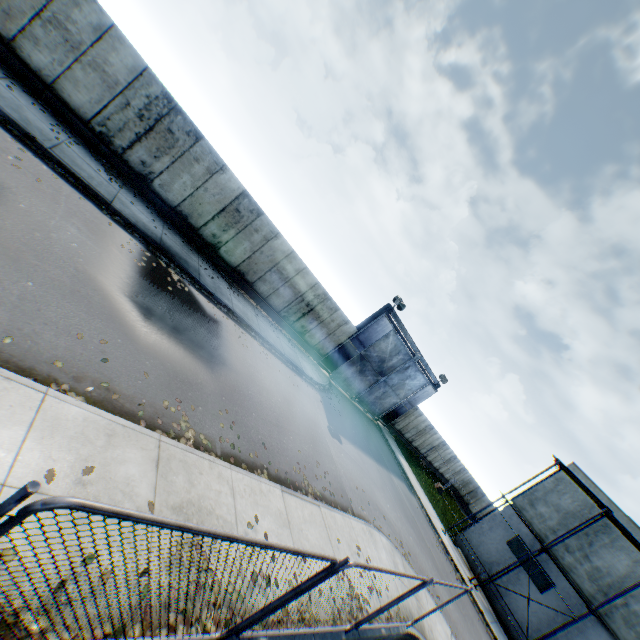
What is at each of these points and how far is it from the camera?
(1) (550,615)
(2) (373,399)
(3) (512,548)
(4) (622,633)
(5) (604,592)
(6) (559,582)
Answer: (1) building, 19.1 meters
(2) metal gate, 25.6 meters
(3) building, 21.8 meters
(4) building, 17.3 meters
(5) building, 18.5 meters
(6) building, 19.7 meters

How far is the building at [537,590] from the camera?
19.1 meters

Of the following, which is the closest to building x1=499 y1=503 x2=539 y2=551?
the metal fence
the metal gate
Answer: the metal gate

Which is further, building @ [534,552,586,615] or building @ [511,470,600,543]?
building @ [511,470,600,543]

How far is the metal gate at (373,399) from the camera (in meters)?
21.08

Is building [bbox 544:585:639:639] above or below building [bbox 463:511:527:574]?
above
